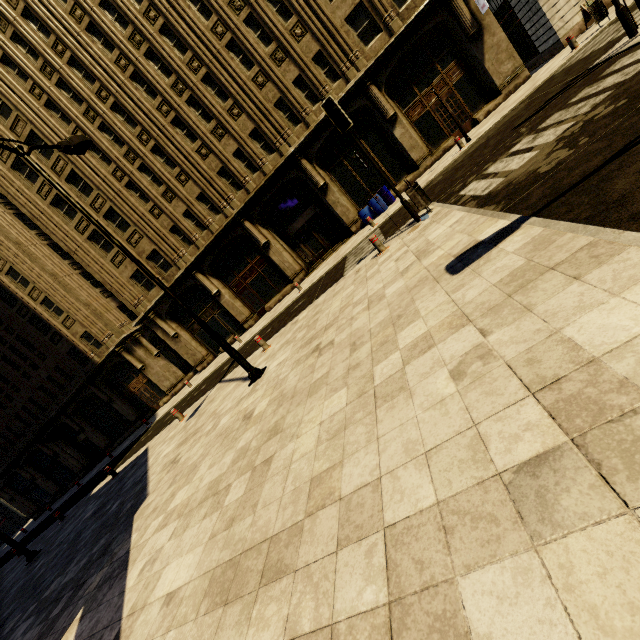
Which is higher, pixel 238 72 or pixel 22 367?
pixel 238 72

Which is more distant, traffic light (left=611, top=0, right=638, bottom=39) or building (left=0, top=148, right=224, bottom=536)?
building (left=0, top=148, right=224, bottom=536)

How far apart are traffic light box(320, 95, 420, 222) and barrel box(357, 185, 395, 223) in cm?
916

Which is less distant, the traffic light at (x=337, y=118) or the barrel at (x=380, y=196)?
the traffic light at (x=337, y=118)

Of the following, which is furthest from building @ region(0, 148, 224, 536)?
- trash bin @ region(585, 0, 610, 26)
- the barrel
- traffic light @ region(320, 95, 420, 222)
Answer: traffic light @ region(320, 95, 420, 222)

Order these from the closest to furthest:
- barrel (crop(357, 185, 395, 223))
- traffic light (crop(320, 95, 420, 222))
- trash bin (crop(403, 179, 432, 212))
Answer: traffic light (crop(320, 95, 420, 222)) < trash bin (crop(403, 179, 432, 212)) < barrel (crop(357, 185, 395, 223))

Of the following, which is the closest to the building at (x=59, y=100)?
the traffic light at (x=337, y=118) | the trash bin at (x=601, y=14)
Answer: the trash bin at (x=601, y=14)

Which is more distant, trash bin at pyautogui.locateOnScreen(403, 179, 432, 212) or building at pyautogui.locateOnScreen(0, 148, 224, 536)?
building at pyautogui.locateOnScreen(0, 148, 224, 536)
